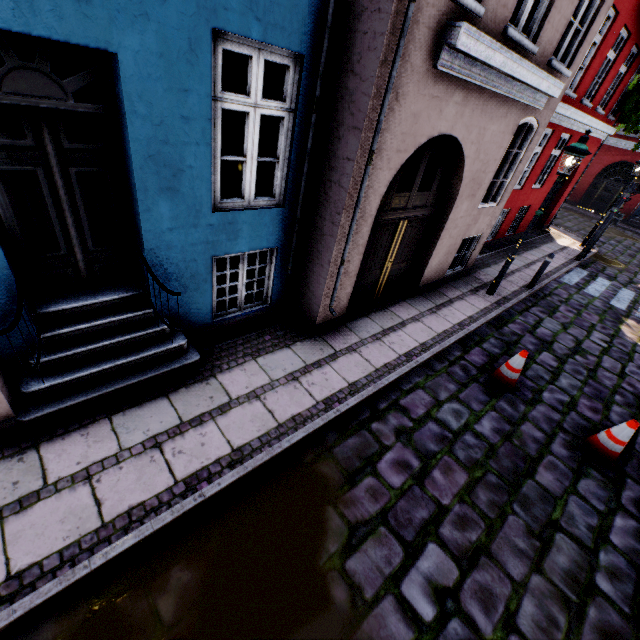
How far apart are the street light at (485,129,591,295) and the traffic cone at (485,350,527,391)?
3.1m

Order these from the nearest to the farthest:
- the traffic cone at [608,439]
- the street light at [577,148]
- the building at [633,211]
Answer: the traffic cone at [608,439] < the street light at [577,148] < the building at [633,211]

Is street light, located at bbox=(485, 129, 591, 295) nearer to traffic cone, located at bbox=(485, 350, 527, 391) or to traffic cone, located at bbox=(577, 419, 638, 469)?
traffic cone, located at bbox=(485, 350, 527, 391)

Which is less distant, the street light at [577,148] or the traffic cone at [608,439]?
the traffic cone at [608,439]

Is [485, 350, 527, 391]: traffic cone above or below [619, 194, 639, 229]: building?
below

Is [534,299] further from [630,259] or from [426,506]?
[630,259]

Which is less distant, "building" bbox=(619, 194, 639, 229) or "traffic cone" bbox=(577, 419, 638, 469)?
"traffic cone" bbox=(577, 419, 638, 469)

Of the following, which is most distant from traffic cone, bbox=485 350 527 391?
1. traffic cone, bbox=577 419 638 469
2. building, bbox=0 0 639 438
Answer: building, bbox=0 0 639 438
